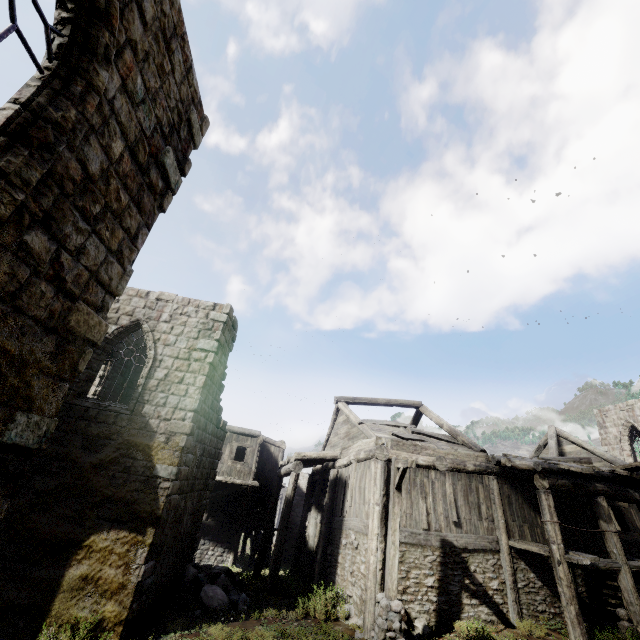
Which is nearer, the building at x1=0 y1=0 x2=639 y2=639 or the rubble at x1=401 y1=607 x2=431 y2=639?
the building at x1=0 y1=0 x2=639 y2=639

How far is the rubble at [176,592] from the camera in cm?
1070

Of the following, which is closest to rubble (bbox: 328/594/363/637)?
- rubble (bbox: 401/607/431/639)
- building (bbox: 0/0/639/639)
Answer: building (bbox: 0/0/639/639)

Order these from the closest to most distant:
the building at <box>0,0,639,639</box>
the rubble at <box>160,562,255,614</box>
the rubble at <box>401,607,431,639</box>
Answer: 1. the building at <box>0,0,639,639</box>
2. the rubble at <box>401,607,431,639</box>
3. the rubble at <box>160,562,255,614</box>

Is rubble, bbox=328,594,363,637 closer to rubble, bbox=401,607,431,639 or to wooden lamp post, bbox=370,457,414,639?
wooden lamp post, bbox=370,457,414,639

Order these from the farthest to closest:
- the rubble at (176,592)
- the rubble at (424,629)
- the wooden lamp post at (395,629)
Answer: the rubble at (176,592), the rubble at (424,629), the wooden lamp post at (395,629)

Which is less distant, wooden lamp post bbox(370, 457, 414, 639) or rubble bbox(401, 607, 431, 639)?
wooden lamp post bbox(370, 457, 414, 639)

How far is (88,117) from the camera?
3.5m
